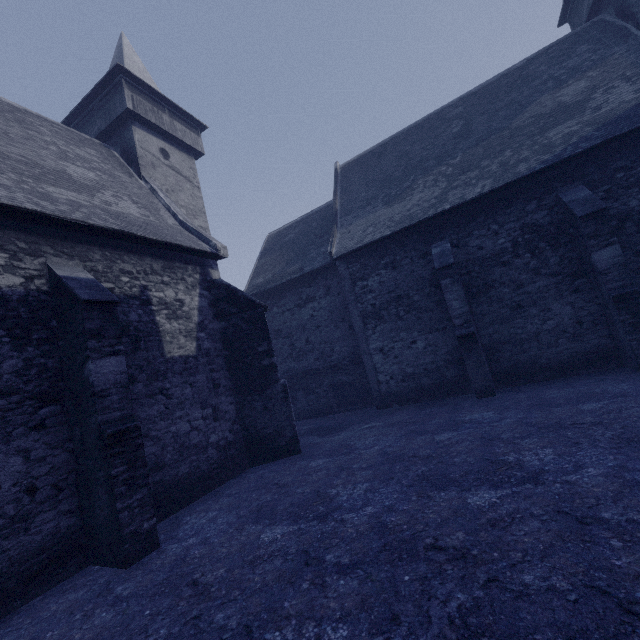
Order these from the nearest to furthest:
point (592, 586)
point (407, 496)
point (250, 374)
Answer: point (592, 586) < point (407, 496) < point (250, 374)
